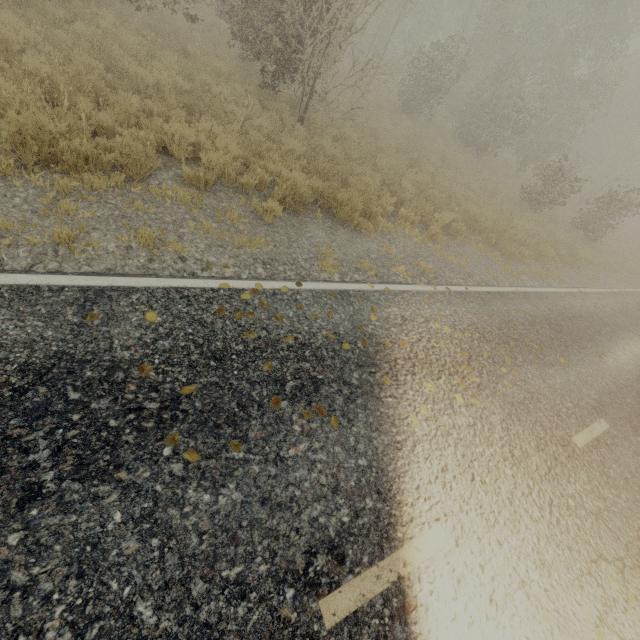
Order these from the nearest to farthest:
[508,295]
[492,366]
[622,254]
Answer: [492,366] < [508,295] < [622,254]
